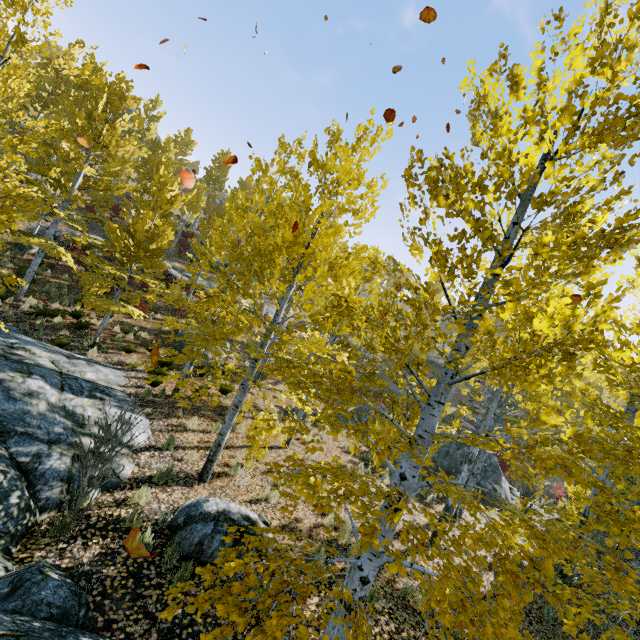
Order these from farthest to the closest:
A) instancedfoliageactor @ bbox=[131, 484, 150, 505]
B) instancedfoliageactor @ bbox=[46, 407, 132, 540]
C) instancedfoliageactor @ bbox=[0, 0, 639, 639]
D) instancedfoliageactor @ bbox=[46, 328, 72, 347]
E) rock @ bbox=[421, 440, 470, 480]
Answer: rock @ bbox=[421, 440, 470, 480] < instancedfoliageactor @ bbox=[46, 328, 72, 347] < instancedfoliageactor @ bbox=[131, 484, 150, 505] < instancedfoliageactor @ bbox=[46, 407, 132, 540] < instancedfoliageactor @ bbox=[0, 0, 639, 639]

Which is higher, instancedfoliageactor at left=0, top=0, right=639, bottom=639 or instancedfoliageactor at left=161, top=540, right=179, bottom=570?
instancedfoliageactor at left=0, top=0, right=639, bottom=639

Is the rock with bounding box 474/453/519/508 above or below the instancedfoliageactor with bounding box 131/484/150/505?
above

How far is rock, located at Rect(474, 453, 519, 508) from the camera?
13.73m

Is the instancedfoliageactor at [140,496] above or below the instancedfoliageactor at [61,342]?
above

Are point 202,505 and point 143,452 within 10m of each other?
yes

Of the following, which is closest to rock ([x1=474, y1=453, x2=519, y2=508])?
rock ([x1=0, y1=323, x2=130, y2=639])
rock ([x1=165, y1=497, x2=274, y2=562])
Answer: rock ([x1=0, y1=323, x2=130, y2=639])

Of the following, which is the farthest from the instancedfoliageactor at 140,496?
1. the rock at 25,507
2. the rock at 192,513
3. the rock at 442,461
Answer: the rock at 442,461
